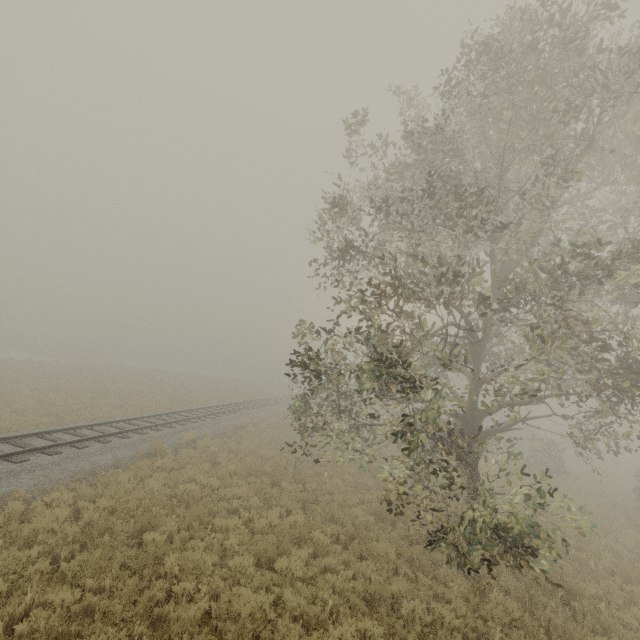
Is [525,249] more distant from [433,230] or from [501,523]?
[501,523]

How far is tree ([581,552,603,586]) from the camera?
9.91m

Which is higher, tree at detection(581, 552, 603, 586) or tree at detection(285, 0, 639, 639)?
tree at detection(285, 0, 639, 639)

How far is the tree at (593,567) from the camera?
9.9 meters

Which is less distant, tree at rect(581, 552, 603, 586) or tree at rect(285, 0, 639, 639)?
tree at rect(285, 0, 639, 639)

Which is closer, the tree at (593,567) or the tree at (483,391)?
the tree at (483,391)
